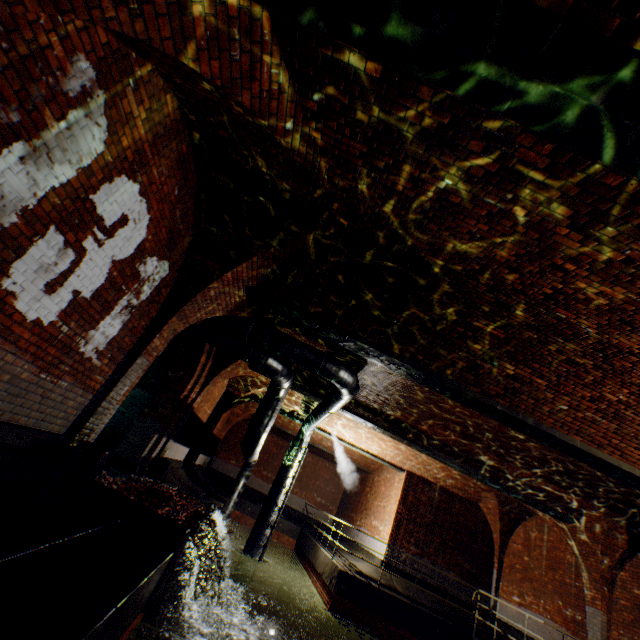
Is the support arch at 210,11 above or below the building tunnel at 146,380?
above

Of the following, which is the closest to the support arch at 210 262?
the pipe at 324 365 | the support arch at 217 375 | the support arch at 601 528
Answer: the pipe at 324 365

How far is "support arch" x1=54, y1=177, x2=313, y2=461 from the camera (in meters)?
5.12

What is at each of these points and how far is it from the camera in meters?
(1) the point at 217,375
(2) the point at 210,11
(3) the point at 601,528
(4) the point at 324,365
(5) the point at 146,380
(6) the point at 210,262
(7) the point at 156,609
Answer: (1) support arch, 10.3 m
(2) support arch, 2.6 m
(3) support arch, 9.9 m
(4) pipe, 8.0 m
(5) building tunnel, 10.1 m
(6) support arch, 5.8 m
(7) leaves, 5.7 m

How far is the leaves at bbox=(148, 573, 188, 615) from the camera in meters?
5.6

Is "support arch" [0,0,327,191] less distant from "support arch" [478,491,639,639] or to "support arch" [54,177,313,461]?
"support arch" [54,177,313,461]

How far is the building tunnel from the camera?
9.3 meters

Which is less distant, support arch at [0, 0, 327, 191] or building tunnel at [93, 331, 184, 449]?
support arch at [0, 0, 327, 191]
